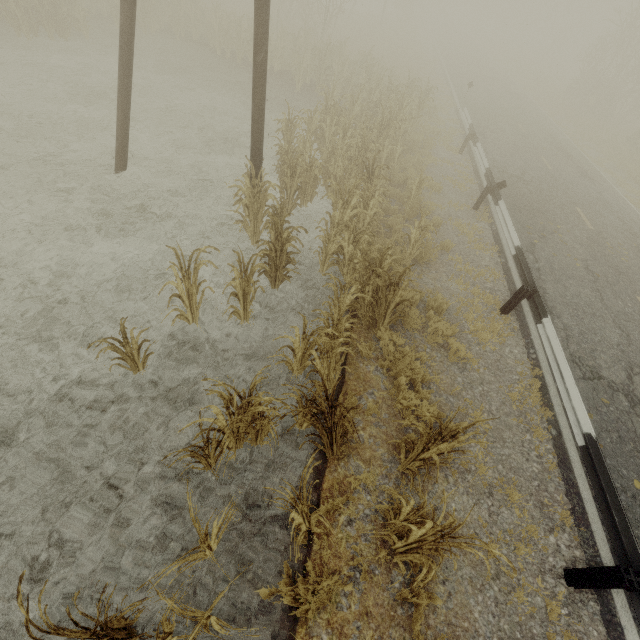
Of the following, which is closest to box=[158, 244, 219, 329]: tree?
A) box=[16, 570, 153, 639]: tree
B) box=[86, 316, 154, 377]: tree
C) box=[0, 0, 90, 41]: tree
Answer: box=[86, 316, 154, 377]: tree

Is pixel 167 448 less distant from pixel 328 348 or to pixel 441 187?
→ pixel 328 348

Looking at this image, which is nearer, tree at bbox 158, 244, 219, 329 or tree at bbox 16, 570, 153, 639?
tree at bbox 16, 570, 153, 639

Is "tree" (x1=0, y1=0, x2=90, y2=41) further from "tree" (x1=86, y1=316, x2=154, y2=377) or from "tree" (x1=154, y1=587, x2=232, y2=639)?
"tree" (x1=154, y1=587, x2=232, y2=639)

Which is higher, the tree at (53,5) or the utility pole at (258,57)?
the utility pole at (258,57)

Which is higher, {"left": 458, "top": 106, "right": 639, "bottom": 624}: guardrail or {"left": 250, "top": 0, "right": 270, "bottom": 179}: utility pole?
{"left": 250, "top": 0, "right": 270, "bottom": 179}: utility pole

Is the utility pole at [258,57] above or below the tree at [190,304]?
above

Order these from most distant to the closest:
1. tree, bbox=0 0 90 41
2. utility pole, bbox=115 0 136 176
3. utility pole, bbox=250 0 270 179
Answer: tree, bbox=0 0 90 41, utility pole, bbox=115 0 136 176, utility pole, bbox=250 0 270 179
